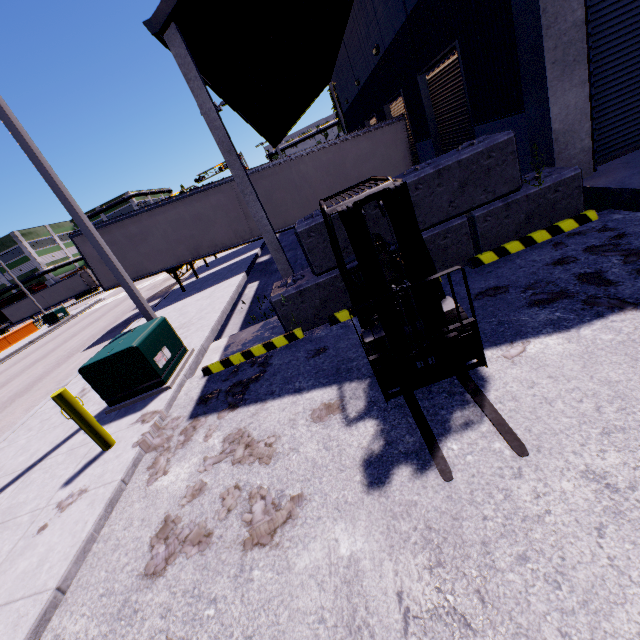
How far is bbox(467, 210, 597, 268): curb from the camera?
5.5 meters

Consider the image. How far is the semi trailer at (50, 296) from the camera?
48.8m

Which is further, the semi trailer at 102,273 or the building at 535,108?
the semi trailer at 102,273

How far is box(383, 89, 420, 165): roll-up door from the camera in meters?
12.8

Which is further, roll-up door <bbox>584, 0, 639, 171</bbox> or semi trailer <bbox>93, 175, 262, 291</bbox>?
semi trailer <bbox>93, 175, 262, 291</bbox>

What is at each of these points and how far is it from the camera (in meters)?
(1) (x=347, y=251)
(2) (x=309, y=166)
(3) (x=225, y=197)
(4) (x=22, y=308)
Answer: (1) concrete block, 5.86
(2) semi trailer, 13.51
(3) semi trailer, 13.85
(4) semi trailer, 50.56

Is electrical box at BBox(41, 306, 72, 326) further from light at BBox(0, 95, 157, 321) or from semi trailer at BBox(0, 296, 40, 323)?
light at BBox(0, 95, 157, 321)

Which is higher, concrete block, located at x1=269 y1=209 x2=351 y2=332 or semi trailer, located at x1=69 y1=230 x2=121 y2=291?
semi trailer, located at x1=69 y1=230 x2=121 y2=291
